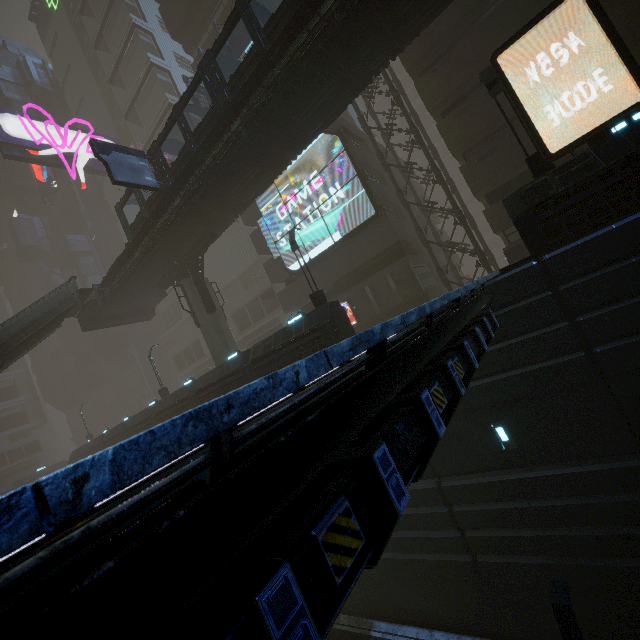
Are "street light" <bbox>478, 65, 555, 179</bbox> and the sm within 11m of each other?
no

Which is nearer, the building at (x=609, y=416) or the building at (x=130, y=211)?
the building at (x=609, y=416)

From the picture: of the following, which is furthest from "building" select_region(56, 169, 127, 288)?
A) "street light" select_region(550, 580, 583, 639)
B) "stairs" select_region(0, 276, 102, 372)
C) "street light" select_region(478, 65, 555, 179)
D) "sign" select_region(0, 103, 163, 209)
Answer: "stairs" select_region(0, 276, 102, 372)

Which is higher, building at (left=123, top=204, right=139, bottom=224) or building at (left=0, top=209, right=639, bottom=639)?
building at (left=123, top=204, right=139, bottom=224)

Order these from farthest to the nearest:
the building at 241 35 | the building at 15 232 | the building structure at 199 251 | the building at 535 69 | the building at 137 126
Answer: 1. the building at 15 232
2. the building at 137 126
3. the building at 241 35
4. the building structure at 199 251
5. the building at 535 69

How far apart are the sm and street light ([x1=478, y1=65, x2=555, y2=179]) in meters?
19.8

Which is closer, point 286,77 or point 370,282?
point 286,77

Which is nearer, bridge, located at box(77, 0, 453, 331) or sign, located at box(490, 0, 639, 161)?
sign, located at box(490, 0, 639, 161)
